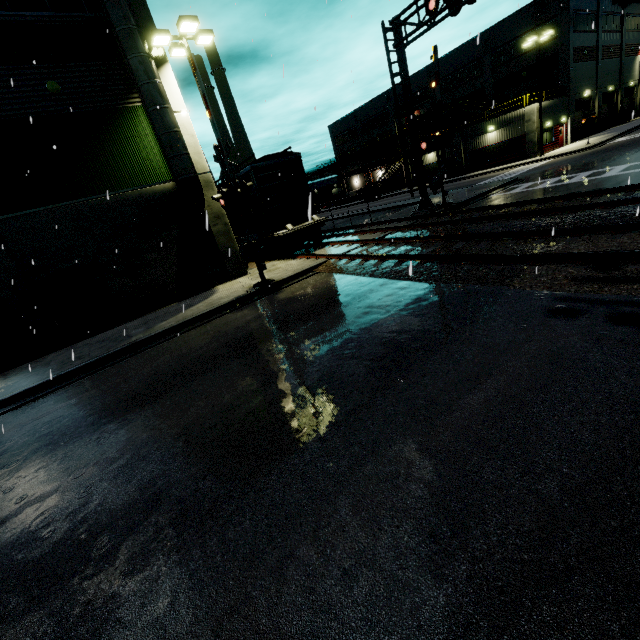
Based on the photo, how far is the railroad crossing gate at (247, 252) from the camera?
10.4 meters

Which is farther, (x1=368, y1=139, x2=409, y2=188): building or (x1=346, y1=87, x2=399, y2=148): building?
(x1=346, y1=87, x2=399, y2=148): building

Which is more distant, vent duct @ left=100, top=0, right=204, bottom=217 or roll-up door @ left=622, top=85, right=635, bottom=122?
roll-up door @ left=622, top=85, right=635, bottom=122

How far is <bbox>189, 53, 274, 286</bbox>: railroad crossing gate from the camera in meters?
10.4 m

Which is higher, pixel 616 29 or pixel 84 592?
pixel 616 29

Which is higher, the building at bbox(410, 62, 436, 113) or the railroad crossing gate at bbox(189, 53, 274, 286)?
the building at bbox(410, 62, 436, 113)

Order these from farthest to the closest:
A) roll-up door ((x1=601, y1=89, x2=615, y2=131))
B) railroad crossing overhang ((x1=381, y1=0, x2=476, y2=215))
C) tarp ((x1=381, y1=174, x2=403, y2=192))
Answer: tarp ((x1=381, y1=174, x2=403, y2=192)) → roll-up door ((x1=601, y1=89, x2=615, y2=131)) → railroad crossing overhang ((x1=381, y1=0, x2=476, y2=215))

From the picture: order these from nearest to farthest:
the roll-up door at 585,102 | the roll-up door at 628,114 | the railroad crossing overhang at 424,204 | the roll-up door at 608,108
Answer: the railroad crossing overhang at 424,204 < the roll-up door at 585,102 < the roll-up door at 608,108 < the roll-up door at 628,114
